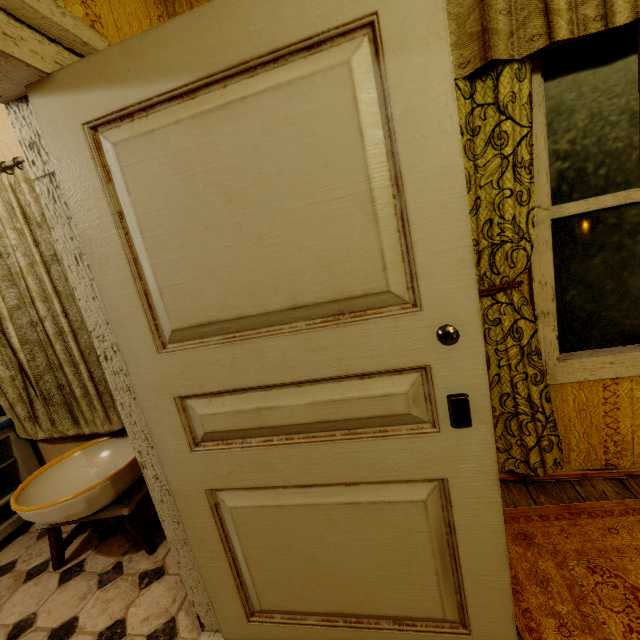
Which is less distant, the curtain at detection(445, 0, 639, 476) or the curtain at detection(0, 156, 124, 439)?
the curtain at detection(445, 0, 639, 476)

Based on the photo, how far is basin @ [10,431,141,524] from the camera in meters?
1.6

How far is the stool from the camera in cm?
182

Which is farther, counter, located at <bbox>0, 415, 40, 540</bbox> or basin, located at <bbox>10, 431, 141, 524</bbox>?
counter, located at <bbox>0, 415, 40, 540</bbox>

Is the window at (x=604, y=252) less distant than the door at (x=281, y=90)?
No

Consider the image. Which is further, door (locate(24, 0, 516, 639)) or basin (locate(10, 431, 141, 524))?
basin (locate(10, 431, 141, 524))

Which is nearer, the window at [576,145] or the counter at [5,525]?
the window at [576,145]

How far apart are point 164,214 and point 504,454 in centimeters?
193cm
